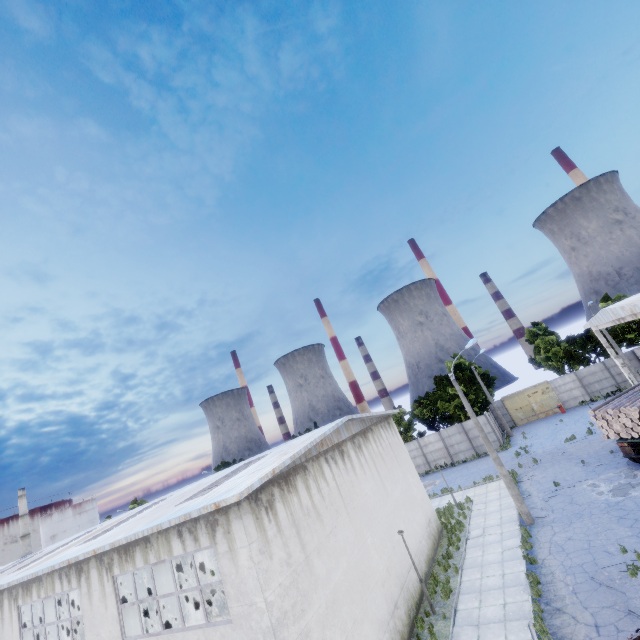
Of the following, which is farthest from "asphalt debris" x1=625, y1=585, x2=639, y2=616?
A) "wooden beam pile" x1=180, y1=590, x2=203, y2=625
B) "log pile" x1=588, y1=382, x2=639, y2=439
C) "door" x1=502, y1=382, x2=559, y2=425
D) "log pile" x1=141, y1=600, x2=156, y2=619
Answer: "log pile" x1=141, y1=600, x2=156, y2=619

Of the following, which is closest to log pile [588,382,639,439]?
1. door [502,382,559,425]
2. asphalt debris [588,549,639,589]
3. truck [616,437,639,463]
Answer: truck [616,437,639,463]

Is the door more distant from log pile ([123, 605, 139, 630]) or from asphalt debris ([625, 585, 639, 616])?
log pile ([123, 605, 139, 630])

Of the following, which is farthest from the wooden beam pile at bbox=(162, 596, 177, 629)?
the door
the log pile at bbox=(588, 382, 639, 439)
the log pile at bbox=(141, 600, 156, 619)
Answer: the door

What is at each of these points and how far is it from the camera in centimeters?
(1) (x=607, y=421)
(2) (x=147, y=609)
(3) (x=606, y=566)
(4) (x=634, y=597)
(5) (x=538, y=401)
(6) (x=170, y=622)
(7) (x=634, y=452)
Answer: (1) log pile, 1936cm
(2) log pile, 2883cm
(3) asphalt debris, 1246cm
(4) asphalt debris, 1065cm
(5) door, 4031cm
(6) wooden beam pile, 2244cm
(7) truck, 1884cm

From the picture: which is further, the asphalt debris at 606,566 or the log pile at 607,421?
the log pile at 607,421

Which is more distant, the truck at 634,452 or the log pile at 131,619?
the log pile at 131,619

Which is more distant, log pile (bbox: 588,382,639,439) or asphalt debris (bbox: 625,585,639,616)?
log pile (bbox: 588,382,639,439)
